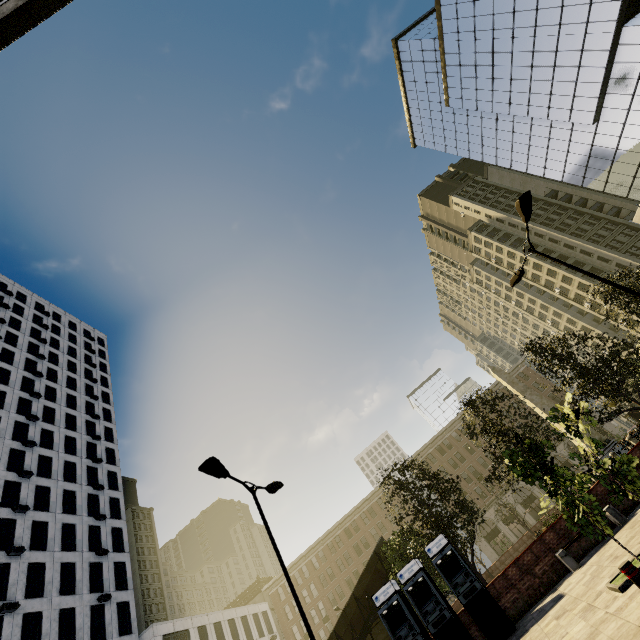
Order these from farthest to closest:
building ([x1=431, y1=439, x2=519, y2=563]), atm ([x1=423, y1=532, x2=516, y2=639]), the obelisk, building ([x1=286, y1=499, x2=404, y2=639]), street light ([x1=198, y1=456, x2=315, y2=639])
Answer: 1. building ([x1=286, y1=499, x2=404, y2=639])
2. building ([x1=431, y1=439, x2=519, y2=563])
3. the obelisk
4. atm ([x1=423, y1=532, x2=516, y2=639])
5. street light ([x1=198, y1=456, x2=315, y2=639])

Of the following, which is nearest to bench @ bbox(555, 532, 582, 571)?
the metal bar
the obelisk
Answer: the metal bar

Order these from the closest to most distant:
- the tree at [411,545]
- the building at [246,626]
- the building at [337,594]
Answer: the tree at [411,545] → the building at [246,626] → the building at [337,594]

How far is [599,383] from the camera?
16.9m

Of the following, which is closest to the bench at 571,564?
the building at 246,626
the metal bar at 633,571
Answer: the metal bar at 633,571

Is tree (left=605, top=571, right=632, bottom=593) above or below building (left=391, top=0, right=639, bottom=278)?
below

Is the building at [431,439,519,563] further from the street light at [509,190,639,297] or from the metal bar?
the metal bar

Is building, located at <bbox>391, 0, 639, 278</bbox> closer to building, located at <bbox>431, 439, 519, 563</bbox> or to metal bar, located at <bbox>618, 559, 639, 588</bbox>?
building, located at <bbox>431, 439, 519, 563</bbox>
